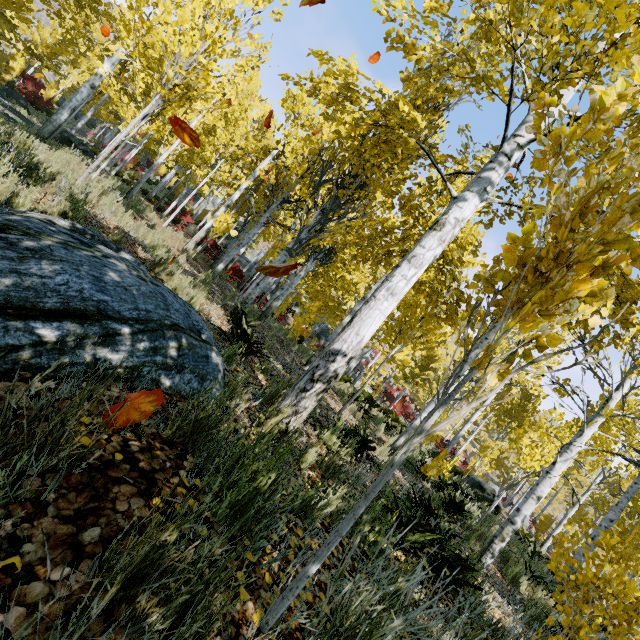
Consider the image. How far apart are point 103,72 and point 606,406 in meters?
12.2 m

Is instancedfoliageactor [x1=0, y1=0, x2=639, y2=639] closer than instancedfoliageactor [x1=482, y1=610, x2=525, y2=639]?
Yes

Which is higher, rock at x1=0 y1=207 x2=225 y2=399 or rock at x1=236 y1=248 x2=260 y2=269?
rock at x1=236 y1=248 x2=260 y2=269

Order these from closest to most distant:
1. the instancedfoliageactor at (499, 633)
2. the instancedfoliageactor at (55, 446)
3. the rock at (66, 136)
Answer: the instancedfoliageactor at (55, 446)
the instancedfoliageactor at (499, 633)
the rock at (66, 136)

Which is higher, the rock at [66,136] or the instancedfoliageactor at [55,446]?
the rock at [66,136]

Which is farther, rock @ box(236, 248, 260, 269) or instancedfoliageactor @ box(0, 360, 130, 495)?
rock @ box(236, 248, 260, 269)

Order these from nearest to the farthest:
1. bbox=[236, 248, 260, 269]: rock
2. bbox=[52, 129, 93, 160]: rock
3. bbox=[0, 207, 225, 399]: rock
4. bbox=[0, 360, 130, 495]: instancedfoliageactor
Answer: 1. bbox=[0, 360, 130, 495]: instancedfoliageactor
2. bbox=[0, 207, 225, 399]: rock
3. bbox=[52, 129, 93, 160]: rock
4. bbox=[236, 248, 260, 269]: rock

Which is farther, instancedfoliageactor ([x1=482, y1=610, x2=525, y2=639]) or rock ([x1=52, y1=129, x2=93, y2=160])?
rock ([x1=52, y1=129, x2=93, y2=160])
